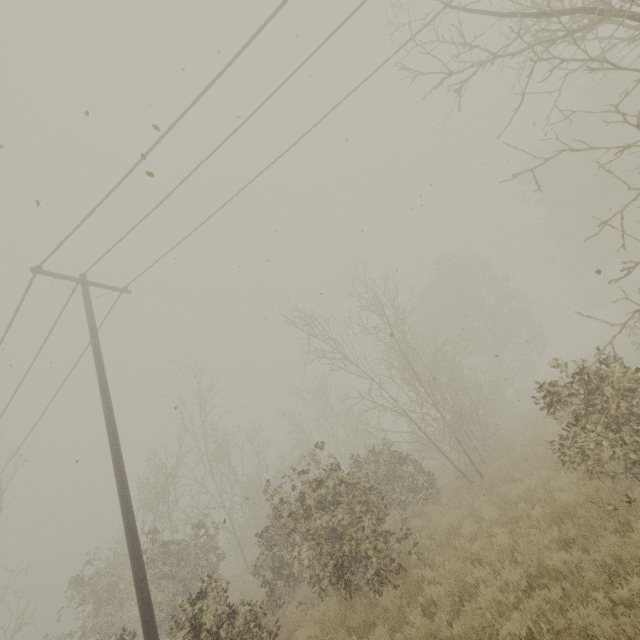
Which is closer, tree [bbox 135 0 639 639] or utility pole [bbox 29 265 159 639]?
tree [bbox 135 0 639 639]

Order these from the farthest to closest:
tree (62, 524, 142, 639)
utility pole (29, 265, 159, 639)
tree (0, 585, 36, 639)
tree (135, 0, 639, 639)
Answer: tree (62, 524, 142, 639)
tree (0, 585, 36, 639)
utility pole (29, 265, 159, 639)
tree (135, 0, 639, 639)

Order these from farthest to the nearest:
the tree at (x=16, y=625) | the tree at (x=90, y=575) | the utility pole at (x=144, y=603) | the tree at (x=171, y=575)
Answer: the tree at (x=90, y=575) < the tree at (x=16, y=625) < the utility pole at (x=144, y=603) < the tree at (x=171, y=575)

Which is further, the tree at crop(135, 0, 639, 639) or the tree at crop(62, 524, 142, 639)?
the tree at crop(62, 524, 142, 639)

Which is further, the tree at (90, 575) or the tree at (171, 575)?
the tree at (90, 575)

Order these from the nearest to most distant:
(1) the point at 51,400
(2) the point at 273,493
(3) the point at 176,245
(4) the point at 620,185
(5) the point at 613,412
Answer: (5) the point at 613,412 < (2) the point at 273,493 < (3) the point at 176,245 < (1) the point at 51,400 < (4) the point at 620,185
